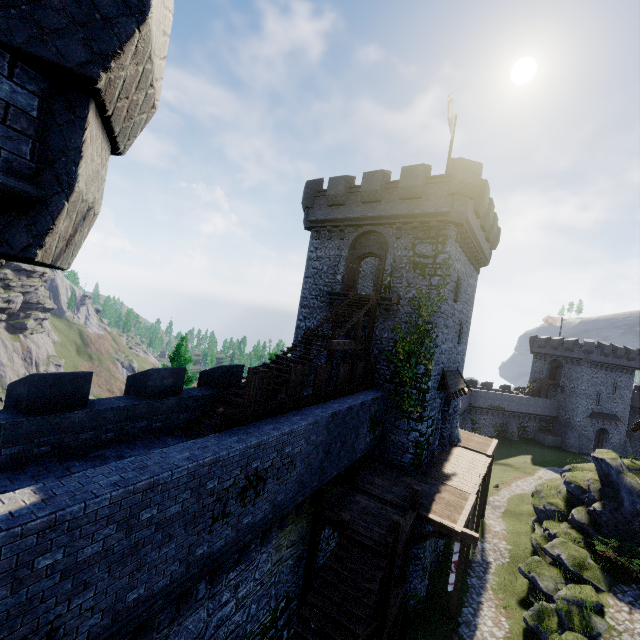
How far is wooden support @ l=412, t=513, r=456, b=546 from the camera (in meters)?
12.97

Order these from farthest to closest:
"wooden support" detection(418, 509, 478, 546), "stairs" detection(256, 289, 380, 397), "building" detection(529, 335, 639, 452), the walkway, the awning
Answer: "building" detection(529, 335, 639, 452) → the awning → "stairs" detection(256, 289, 380, 397) → "wooden support" detection(418, 509, 478, 546) → the walkway

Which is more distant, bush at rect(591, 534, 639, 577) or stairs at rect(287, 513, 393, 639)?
bush at rect(591, 534, 639, 577)

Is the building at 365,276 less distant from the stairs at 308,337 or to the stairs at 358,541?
the stairs at 308,337

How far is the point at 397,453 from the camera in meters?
18.0

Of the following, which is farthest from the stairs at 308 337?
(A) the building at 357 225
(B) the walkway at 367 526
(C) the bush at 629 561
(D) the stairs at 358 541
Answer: (C) the bush at 629 561

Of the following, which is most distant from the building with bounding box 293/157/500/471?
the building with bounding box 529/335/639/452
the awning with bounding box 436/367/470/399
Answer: the building with bounding box 529/335/639/452

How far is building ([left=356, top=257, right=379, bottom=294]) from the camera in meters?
26.2
